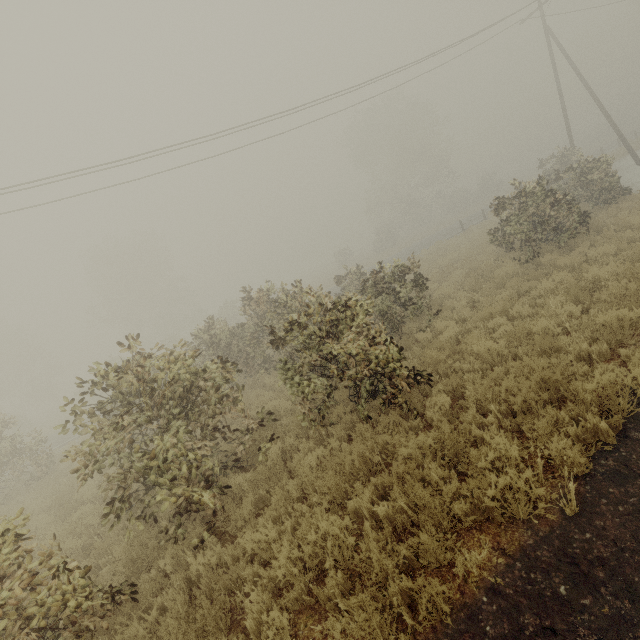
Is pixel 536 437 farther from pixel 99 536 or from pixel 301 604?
pixel 99 536
